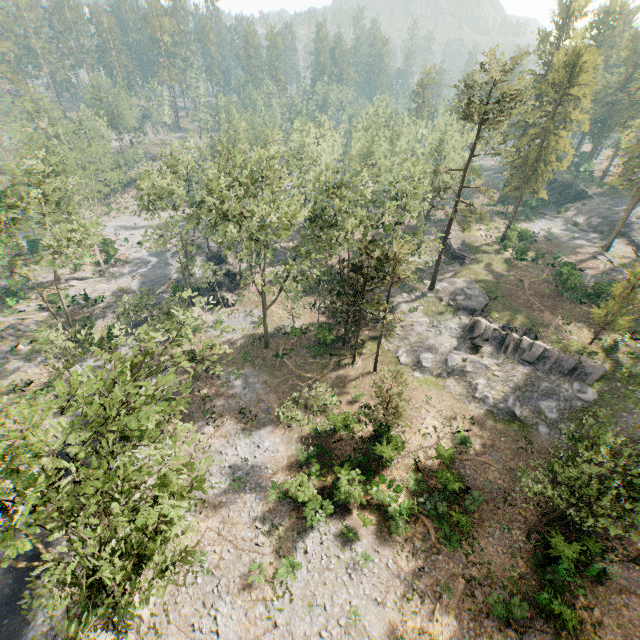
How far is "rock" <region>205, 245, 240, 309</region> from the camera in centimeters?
4366cm

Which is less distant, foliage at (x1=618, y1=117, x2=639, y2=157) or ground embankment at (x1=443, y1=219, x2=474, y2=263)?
foliage at (x1=618, y1=117, x2=639, y2=157)

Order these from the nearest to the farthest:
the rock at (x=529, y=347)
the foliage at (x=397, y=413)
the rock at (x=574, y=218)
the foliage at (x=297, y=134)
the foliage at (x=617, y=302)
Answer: the foliage at (x=297, y=134)
the foliage at (x=397, y=413)
the foliage at (x=617, y=302)
the rock at (x=529, y=347)
the rock at (x=574, y=218)

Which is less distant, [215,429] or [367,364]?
[215,429]

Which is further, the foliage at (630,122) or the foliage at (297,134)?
the foliage at (630,122)

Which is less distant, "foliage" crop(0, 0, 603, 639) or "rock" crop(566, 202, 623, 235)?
A: "foliage" crop(0, 0, 603, 639)

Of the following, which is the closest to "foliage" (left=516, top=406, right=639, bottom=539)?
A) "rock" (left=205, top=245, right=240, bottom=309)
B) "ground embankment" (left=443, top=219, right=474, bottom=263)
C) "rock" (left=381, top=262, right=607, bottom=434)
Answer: "rock" (left=381, top=262, right=607, bottom=434)

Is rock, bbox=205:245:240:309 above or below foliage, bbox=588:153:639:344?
below
